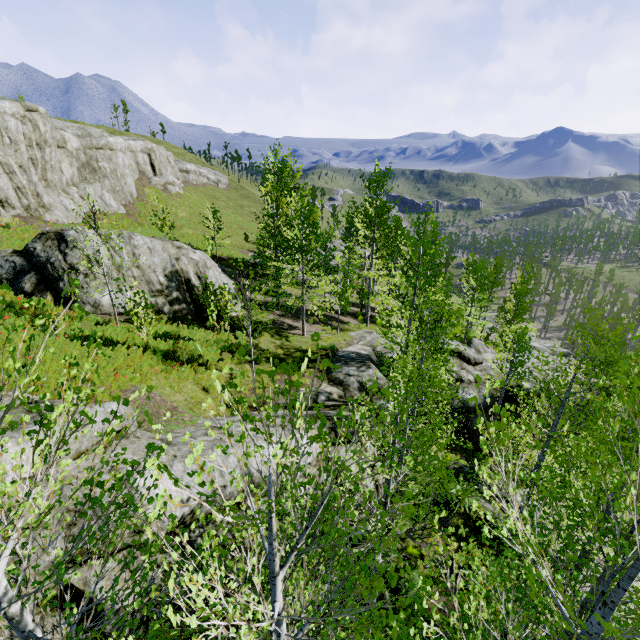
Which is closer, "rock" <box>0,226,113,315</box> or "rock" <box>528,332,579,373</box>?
"rock" <box>0,226,113,315</box>

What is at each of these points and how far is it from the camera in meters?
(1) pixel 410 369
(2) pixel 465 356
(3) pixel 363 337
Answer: (1) instancedfoliageactor, 15.5
(2) rock, 22.2
(3) rock, 21.0

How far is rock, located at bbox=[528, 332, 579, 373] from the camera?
37.8 meters

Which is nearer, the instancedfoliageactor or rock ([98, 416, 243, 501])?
the instancedfoliageactor

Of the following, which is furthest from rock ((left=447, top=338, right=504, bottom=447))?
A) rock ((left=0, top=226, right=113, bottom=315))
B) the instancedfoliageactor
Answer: rock ((left=0, top=226, right=113, bottom=315))

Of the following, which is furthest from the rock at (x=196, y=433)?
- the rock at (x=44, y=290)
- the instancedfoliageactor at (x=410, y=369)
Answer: the rock at (x=44, y=290)

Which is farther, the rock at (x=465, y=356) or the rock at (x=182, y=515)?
the rock at (x=465, y=356)
